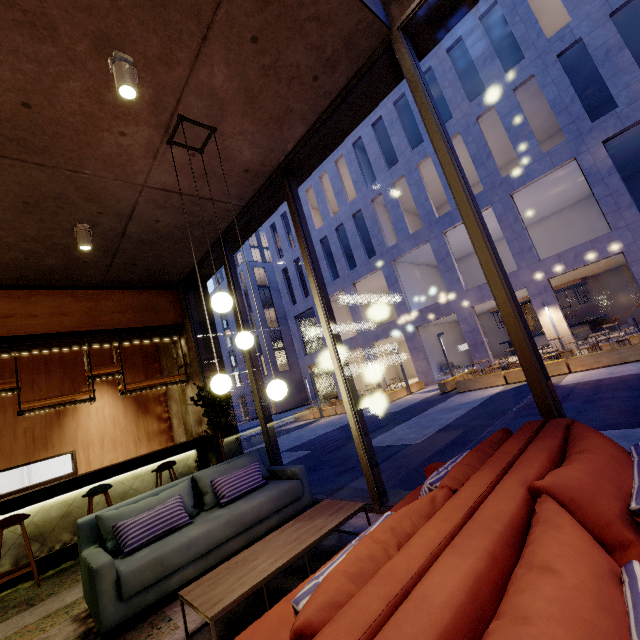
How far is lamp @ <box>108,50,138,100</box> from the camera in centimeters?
261cm

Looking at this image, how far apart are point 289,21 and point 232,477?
4.87m

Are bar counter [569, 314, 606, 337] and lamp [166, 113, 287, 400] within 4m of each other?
no

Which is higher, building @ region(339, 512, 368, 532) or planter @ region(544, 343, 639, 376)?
building @ region(339, 512, 368, 532)

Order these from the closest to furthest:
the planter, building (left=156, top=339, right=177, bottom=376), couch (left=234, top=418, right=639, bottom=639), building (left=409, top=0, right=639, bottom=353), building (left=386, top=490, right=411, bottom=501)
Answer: couch (left=234, top=418, right=639, bottom=639) → building (left=386, top=490, right=411, bottom=501) → building (left=156, top=339, right=177, bottom=376) → the planter → building (left=409, top=0, right=639, bottom=353)

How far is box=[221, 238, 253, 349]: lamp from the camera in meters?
3.3 m

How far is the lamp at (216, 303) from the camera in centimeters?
291cm

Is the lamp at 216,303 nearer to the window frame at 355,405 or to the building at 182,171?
the building at 182,171
